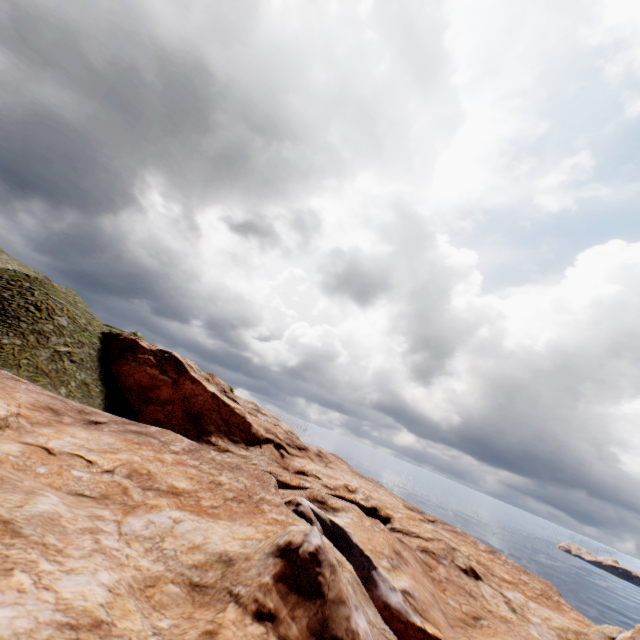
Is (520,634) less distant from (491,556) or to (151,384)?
(491,556)
